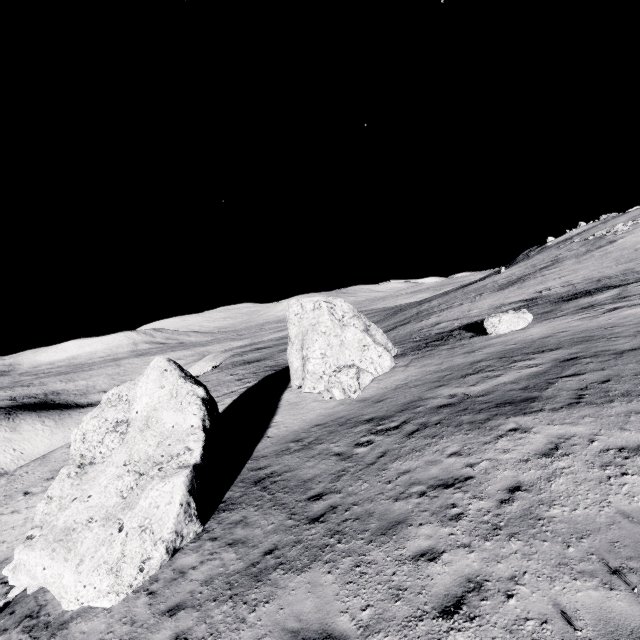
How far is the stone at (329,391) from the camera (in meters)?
17.66

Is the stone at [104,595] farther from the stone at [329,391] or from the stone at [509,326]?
the stone at [509,326]

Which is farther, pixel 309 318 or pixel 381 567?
pixel 309 318

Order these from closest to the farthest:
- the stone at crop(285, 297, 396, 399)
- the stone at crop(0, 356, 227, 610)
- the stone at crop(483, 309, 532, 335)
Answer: the stone at crop(0, 356, 227, 610), the stone at crop(285, 297, 396, 399), the stone at crop(483, 309, 532, 335)

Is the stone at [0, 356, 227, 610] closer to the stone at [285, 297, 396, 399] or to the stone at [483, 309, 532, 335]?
the stone at [285, 297, 396, 399]

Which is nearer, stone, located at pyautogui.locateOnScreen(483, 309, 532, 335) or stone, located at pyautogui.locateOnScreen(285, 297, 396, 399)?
stone, located at pyautogui.locateOnScreen(285, 297, 396, 399)

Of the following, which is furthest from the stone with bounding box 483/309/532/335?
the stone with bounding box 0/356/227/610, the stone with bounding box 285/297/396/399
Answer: the stone with bounding box 0/356/227/610
